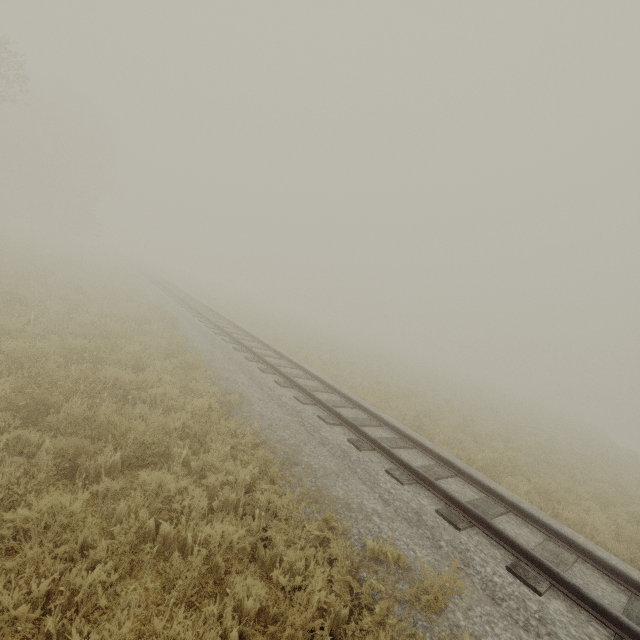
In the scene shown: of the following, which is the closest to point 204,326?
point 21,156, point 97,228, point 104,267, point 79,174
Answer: point 104,267
